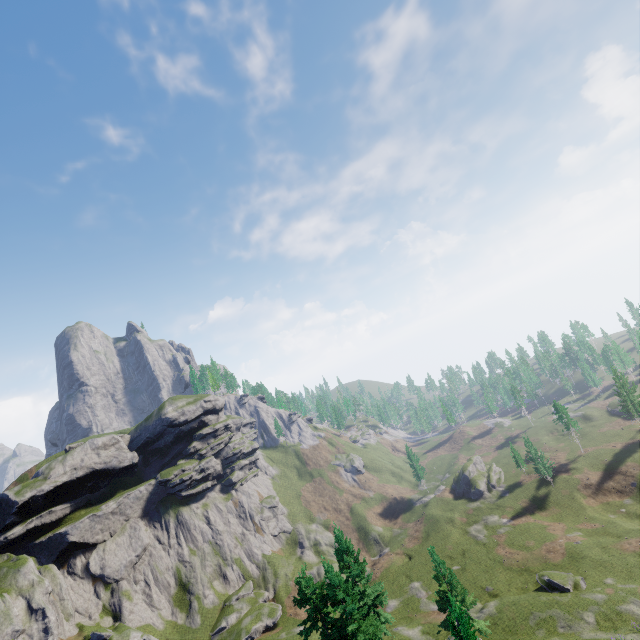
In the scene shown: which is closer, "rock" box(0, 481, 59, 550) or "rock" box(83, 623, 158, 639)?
"rock" box(83, 623, 158, 639)

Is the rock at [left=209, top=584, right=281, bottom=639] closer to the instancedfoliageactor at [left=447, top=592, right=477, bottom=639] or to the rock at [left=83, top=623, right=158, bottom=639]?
the rock at [left=83, top=623, right=158, bottom=639]

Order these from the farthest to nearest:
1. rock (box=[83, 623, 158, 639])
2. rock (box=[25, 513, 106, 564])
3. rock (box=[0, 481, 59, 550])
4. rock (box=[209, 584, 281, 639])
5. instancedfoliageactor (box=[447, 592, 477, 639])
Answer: rock (box=[25, 513, 106, 564])
rock (box=[0, 481, 59, 550])
rock (box=[209, 584, 281, 639])
rock (box=[83, 623, 158, 639])
instancedfoliageactor (box=[447, 592, 477, 639])

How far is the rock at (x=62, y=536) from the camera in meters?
56.3 m

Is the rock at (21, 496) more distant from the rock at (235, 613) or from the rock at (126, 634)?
the rock at (235, 613)

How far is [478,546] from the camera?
56.19m

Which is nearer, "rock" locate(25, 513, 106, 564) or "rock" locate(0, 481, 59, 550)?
"rock" locate(0, 481, 59, 550)

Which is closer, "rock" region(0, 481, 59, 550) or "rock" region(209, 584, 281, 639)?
"rock" region(209, 584, 281, 639)
